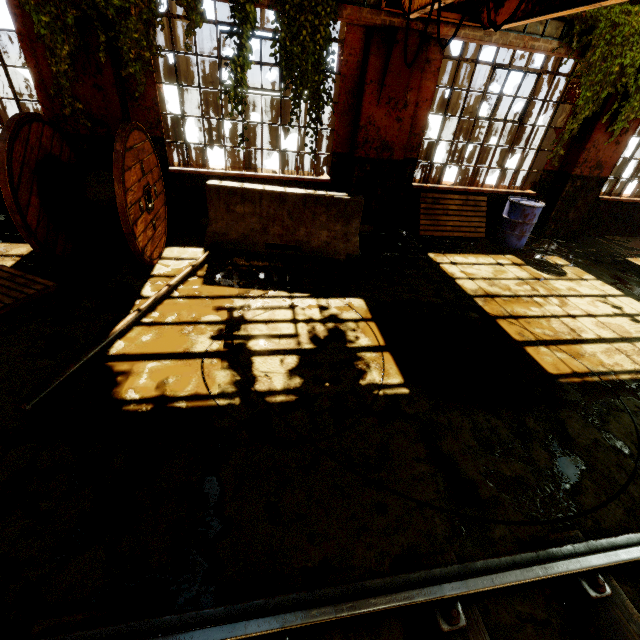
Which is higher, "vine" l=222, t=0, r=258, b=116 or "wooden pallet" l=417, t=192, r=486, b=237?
"vine" l=222, t=0, r=258, b=116

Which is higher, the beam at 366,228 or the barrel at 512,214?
the barrel at 512,214

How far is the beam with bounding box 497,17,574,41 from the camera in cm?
521

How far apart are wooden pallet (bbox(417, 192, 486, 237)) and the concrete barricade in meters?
1.9

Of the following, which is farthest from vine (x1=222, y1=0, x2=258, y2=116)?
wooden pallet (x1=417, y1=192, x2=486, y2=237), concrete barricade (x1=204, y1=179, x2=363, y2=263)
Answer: wooden pallet (x1=417, y1=192, x2=486, y2=237)

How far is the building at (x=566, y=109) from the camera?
6.79m

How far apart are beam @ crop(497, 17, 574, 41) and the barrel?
2.6 meters

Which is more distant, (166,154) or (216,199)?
(166,154)
